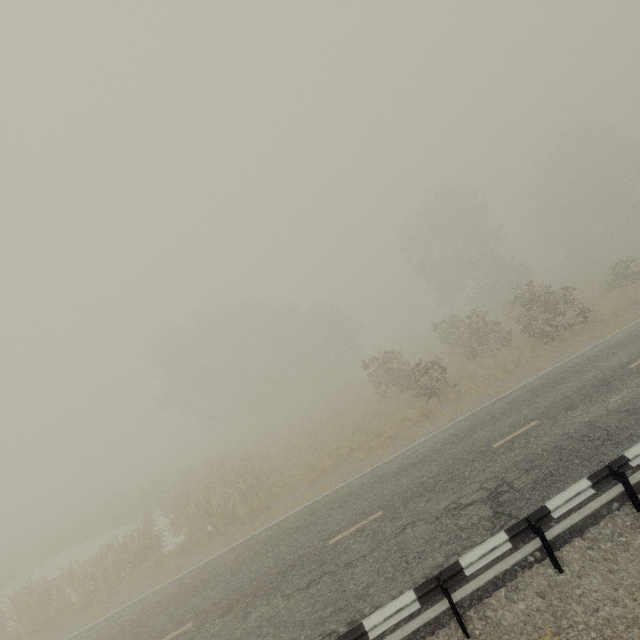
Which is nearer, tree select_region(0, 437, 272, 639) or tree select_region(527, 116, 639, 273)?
tree select_region(0, 437, 272, 639)

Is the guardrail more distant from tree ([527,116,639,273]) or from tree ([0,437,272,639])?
tree ([527,116,639,273])

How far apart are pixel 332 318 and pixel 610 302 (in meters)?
30.52

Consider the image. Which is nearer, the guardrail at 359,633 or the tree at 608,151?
the guardrail at 359,633

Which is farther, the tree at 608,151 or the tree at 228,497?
the tree at 608,151

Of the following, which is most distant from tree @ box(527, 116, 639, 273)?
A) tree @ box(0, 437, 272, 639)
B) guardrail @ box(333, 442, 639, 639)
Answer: guardrail @ box(333, 442, 639, 639)
